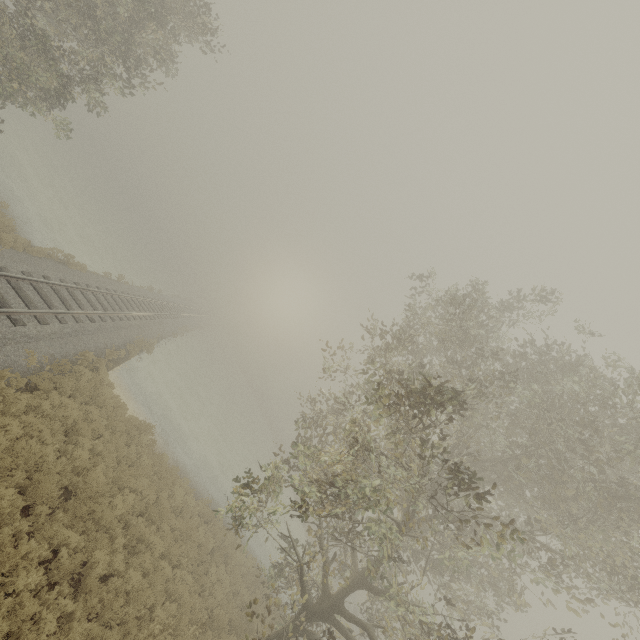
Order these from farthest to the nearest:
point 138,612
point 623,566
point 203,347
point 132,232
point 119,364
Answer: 1. point 132,232
2. point 203,347
3. point 119,364
4. point 138,612
5. point 623,566

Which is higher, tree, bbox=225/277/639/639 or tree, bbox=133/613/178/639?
tree, bbox=225/277/639/639

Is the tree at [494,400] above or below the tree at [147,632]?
above

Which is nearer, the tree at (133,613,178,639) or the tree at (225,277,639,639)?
the tree at (225,277,639,639)

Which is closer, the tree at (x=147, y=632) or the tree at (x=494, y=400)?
the tree at (x=494, y=400)
